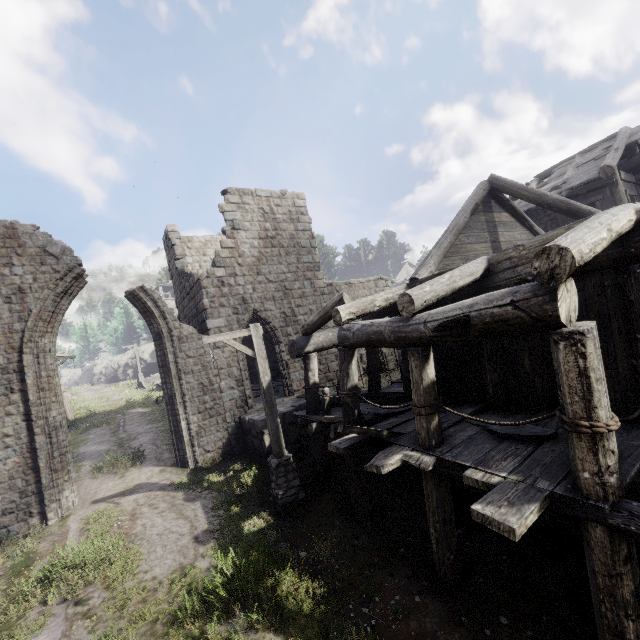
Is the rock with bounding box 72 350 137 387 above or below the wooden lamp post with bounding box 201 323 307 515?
above

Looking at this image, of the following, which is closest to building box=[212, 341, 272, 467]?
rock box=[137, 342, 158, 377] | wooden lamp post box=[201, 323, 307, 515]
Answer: wooden lamp post box=[201, 323, 307, 515]

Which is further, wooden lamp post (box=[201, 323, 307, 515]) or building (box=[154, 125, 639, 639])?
wooden lamp post (box=[201, 323, 307, 515])

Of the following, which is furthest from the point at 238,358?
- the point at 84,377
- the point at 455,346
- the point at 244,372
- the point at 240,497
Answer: the point at 84,377

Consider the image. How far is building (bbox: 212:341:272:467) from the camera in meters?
10.9 m

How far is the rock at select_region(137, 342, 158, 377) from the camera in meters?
42.8

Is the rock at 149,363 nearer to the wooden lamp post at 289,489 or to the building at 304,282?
the building at 304,282

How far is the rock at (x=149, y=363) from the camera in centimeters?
4275cm
